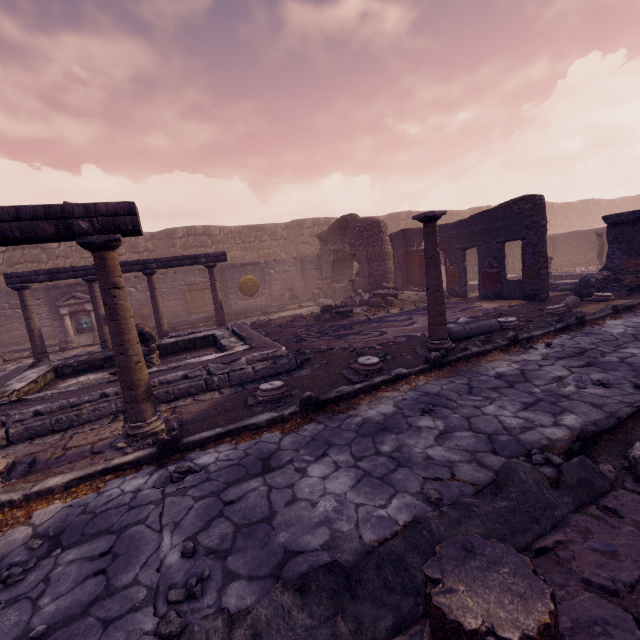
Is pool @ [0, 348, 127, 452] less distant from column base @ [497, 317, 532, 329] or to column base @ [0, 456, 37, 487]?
column base @ [0, 456, 37, 487]

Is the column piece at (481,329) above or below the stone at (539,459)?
above

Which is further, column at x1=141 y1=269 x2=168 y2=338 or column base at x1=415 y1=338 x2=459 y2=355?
column at x1=141 y1=269 x2=168 y2=338

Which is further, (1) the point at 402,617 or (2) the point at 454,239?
(2) the point at 454,239

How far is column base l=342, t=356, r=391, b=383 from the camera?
5.0m

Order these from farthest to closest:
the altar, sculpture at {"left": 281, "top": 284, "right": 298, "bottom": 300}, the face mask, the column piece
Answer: sculpture at {"left": 281, "top": 284, "right": 298, "bottom": 300} → the face mask → the altar → the column piece

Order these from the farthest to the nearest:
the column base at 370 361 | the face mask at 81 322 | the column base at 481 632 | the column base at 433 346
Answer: the face mask at 81 322 < the column base at 433 346 < the column base at 370 361 < the column base at 481 632

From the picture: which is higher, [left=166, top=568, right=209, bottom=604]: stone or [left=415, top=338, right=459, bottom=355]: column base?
[left=415, top=338, right=459, bottom=355]: column base
